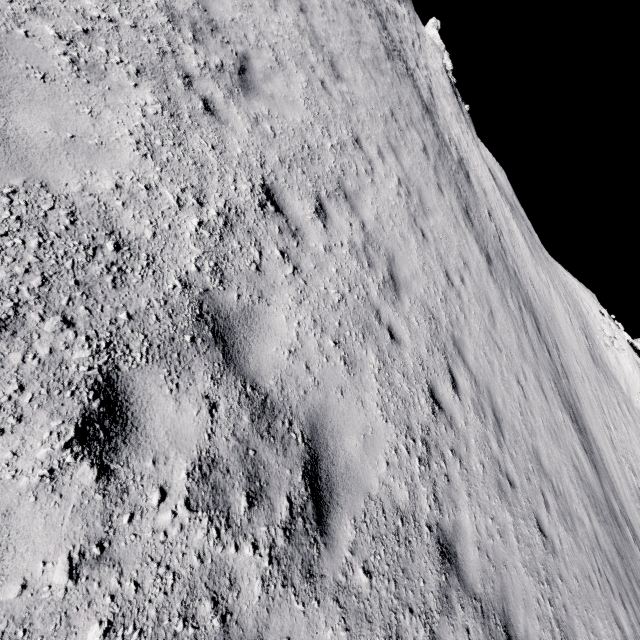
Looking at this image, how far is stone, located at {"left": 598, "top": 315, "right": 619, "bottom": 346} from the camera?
37.2 meters

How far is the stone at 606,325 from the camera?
37.24m

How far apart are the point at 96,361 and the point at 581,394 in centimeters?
2448cm
